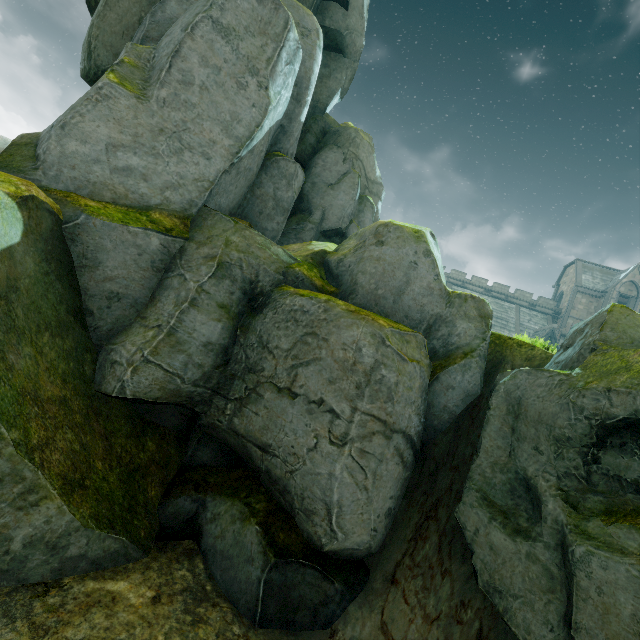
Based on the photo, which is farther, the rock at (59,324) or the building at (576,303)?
the building at (576,303)

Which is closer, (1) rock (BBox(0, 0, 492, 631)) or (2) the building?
(1) rock (BBox(0, 0, 492, 631))

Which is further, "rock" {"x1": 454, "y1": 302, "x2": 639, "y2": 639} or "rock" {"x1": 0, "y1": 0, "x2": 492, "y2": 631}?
"rock" {"x1": 0, "y1": 0, "x2": 492, "y2": 631}

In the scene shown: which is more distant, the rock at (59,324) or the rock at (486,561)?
the rock at (59,324)

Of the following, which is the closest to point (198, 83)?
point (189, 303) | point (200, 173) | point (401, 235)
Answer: point (200, 173)

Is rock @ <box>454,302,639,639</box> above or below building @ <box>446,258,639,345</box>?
below
